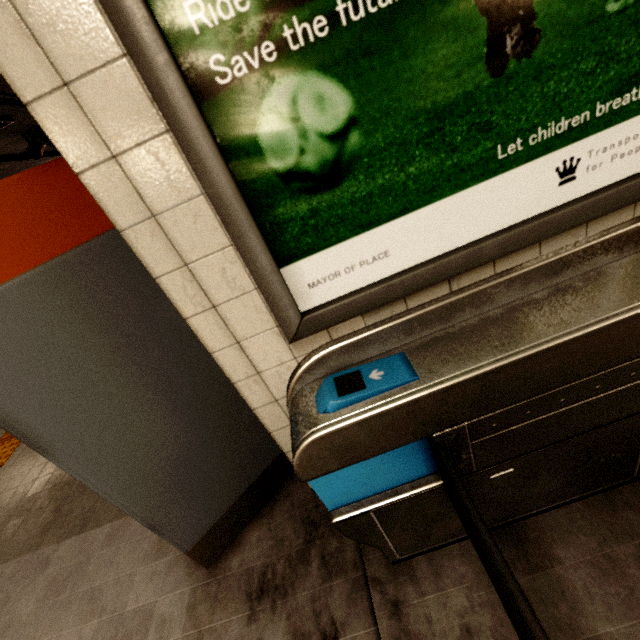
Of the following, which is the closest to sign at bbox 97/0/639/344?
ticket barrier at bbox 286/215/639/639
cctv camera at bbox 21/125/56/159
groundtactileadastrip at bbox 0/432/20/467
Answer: ticket barrier at bbox 286/215/639/639

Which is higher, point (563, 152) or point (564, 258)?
point (563, 152)

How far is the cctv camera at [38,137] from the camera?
4.7 meters

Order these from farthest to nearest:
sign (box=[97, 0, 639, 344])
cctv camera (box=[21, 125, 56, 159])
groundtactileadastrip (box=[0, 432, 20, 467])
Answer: cctv camera (box=[21, 125, 56, 159]), groundtactileadastrip (box=[0, 432, 20, 467]), sign (box=[97, 0, 639, 344])

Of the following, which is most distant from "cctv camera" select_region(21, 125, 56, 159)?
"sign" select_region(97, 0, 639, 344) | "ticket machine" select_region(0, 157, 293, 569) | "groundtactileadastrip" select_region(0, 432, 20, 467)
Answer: "sign" select_region(97, 0, 639, 344)

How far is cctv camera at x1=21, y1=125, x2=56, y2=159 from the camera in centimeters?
465cm

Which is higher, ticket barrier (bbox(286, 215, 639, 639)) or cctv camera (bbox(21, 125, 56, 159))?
cctv camera (bbox(21, 125, 56, 159))

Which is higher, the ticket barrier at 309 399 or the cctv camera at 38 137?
the cctv camera at 38 137
